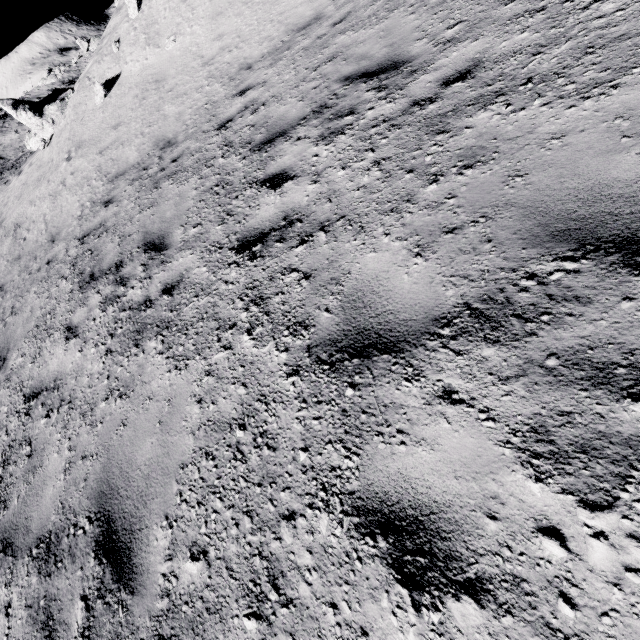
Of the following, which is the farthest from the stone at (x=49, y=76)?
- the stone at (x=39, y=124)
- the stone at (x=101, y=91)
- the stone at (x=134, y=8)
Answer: the stone at (x=101, y=91)

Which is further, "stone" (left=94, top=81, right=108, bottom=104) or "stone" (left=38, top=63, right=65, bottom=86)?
"stone" (left=38, top=63, right=65, bottom=86)

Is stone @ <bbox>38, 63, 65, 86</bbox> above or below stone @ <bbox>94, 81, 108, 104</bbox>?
above

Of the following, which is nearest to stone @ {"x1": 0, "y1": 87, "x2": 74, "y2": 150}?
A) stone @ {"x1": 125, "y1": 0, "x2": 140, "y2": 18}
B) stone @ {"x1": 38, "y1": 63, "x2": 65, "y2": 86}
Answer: stone @ {"x1": 125, "y1": 0, "x2": 140, "y2": 18}

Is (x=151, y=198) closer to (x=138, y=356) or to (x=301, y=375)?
(x=138, y=356)

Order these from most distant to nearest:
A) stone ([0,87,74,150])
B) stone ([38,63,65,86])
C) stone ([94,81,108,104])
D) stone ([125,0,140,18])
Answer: stone ([38,63,65,86]) < stone ([0,87,74,150]) < stone ([125,0,140,18]) < stone ([94,81,108,104])

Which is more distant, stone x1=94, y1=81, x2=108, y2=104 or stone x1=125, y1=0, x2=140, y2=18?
stone x1=125, y1=0, x2=140, y2=18

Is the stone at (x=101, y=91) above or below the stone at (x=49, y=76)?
below
